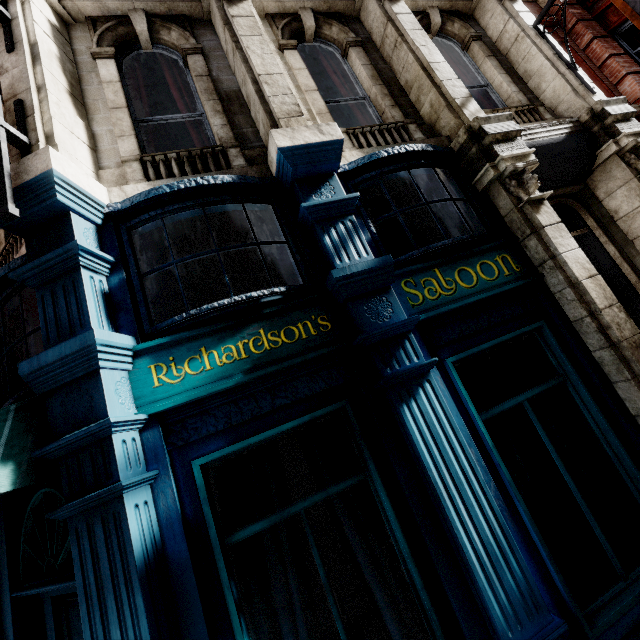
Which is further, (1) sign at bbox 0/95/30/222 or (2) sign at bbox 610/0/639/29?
(2) sign at bbox 610/0/639/29

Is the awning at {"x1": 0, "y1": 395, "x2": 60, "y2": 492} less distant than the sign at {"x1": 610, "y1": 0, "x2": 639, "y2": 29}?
Yes

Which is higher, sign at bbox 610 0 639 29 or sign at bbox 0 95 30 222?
sign at bbox 610 0 639 29

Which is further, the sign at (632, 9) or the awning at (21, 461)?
the sign at (632, 9)

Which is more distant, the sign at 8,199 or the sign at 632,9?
the sign at 632,9

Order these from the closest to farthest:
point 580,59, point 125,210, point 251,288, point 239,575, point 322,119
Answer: point 239,575 → point 125,210 → point 322,119 → point 251,288 → point 580,59

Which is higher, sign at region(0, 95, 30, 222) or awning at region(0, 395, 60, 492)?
sign at region(0, 95, 30, 222)
